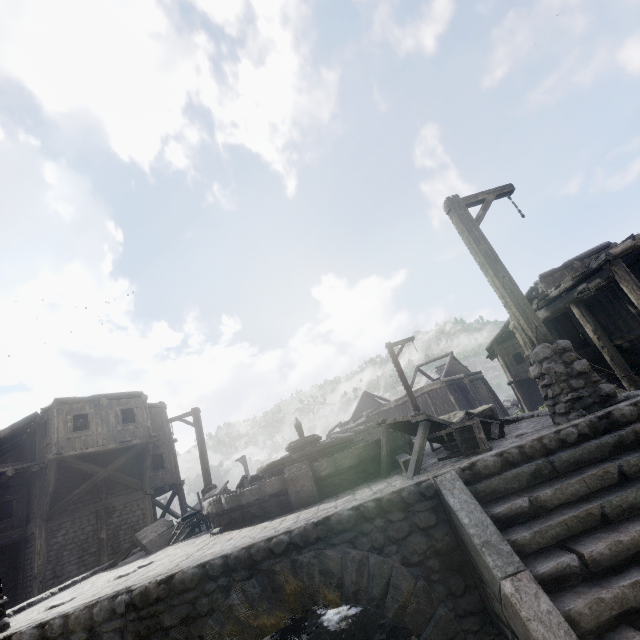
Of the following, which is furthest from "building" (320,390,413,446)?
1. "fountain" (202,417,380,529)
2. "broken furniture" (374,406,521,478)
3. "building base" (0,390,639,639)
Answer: "fountain" (202,417,380,529)

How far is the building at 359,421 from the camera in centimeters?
2627cm

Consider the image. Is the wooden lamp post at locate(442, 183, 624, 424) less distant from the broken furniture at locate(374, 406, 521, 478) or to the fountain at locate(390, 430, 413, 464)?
the broken furniture at locate(374, 406, 521, 478)

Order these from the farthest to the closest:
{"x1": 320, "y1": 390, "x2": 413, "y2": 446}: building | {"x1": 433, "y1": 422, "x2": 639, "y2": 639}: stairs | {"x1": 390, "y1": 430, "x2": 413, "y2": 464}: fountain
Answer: {"x1": 320, "y1": 390, "x2": 413, "y2": 446}: building
{"x1": 390, "y1": 430, "x2": 413, "y2": 464}: fountain
{"x1": 433, "y1": 422, "x2": 639, "y2": 639}: stairs

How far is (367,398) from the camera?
45.8 meters

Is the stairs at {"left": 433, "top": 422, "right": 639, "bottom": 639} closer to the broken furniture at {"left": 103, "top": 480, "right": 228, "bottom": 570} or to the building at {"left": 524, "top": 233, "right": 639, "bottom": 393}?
the building at {"left": 524, "top": 233, "right": 639, "bottom": 393}

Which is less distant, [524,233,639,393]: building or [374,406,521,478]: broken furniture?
[374,406,521,478]: broken furniture

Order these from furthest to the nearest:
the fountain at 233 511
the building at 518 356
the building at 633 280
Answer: the building at 518 356, the building at 633 280, the fountain at 233 511
